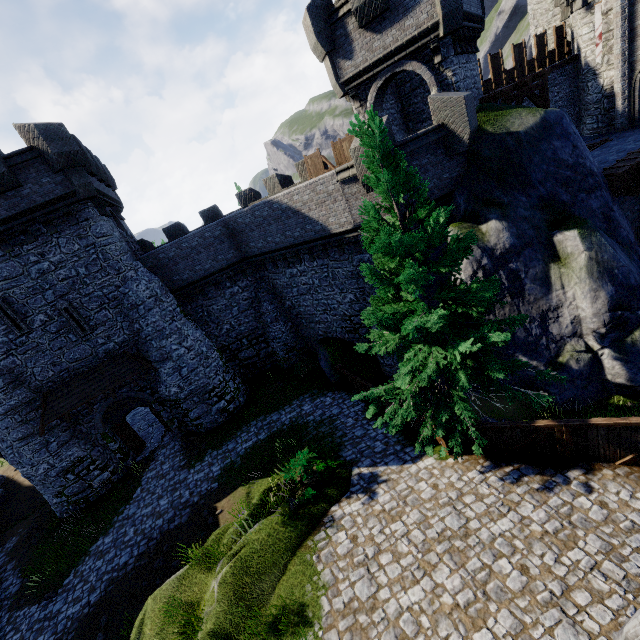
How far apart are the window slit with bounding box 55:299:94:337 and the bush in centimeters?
1312cm

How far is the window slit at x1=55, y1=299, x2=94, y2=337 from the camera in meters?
16.3

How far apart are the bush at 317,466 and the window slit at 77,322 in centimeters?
1312cm

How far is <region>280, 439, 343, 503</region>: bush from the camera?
10.09m

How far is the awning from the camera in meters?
16.7

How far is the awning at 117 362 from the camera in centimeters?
1667cm

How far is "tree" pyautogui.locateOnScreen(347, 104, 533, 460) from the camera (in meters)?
8.08

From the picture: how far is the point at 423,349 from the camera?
9.52m
